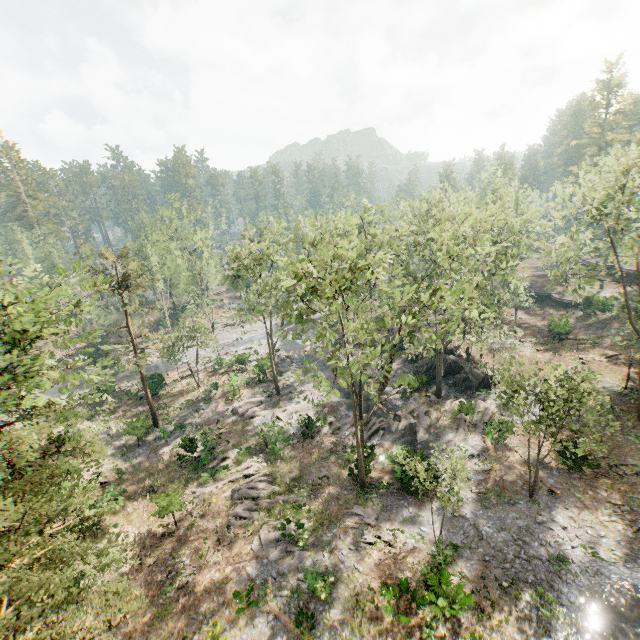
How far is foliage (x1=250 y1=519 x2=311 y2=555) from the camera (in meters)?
20.16

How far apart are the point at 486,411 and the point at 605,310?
26.73m

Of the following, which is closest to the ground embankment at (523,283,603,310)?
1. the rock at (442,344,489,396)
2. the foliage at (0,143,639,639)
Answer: the foliage at (0,143,639,639)

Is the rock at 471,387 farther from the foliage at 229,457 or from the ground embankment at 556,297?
the ground embankment at 556,297

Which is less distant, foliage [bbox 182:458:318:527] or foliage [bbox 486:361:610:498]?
foliage [bbox 486:361:610:498]

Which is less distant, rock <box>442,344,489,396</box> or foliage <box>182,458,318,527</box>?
foliage <box>182,458,318,527</box>
